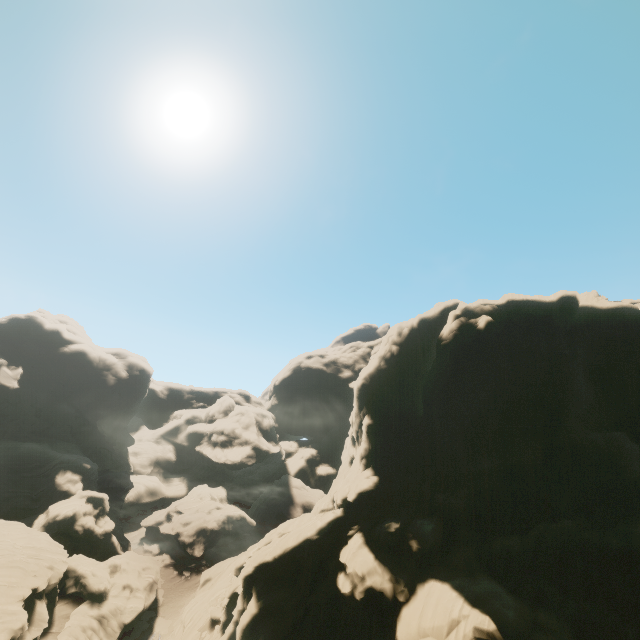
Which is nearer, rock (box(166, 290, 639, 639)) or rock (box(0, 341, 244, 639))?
rock (box(166, 290, 639, 639))

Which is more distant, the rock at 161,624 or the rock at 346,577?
the rock at 161,624

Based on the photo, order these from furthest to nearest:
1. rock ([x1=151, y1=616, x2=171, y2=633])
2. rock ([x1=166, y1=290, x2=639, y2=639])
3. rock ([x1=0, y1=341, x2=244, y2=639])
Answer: rock ([x1=151, y1=616, x2=171, y2=633]), rock ([x1=0, y1=341, x2=244, y2=639]), rock ([x1=166, y1=290, x2=639, y2=639])

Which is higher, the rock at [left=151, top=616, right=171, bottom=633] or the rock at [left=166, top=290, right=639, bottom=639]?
the rock at [left=166, top=290, right=639, bottom=639]

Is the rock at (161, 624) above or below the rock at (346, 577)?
below

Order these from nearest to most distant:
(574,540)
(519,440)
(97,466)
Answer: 1. (574,540)
2. (519,440)
3. (97,466)
